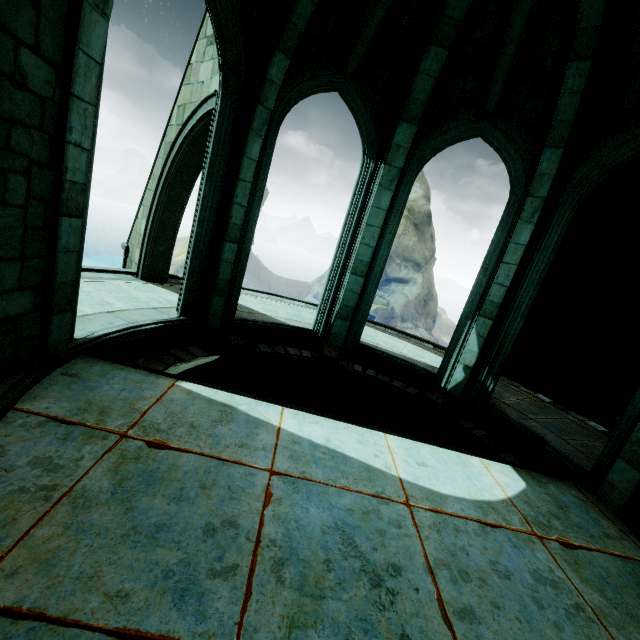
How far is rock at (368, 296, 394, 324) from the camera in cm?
4525

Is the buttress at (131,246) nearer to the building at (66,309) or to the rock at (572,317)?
the building at (66,309)

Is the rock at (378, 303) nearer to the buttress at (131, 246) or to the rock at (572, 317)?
the rock at (572, 317)

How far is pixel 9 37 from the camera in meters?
2.6

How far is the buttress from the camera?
6.7m

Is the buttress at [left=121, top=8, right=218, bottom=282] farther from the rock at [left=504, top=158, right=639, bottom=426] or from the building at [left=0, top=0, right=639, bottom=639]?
the rock at [left=504, top=158, right=639, bottom=426]

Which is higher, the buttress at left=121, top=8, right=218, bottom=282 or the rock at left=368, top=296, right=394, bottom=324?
the buttress at left=121, top=8, right=218, bottom=282

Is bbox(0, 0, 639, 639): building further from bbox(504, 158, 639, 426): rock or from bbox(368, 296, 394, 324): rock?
bbox(368, 296, 394, 324): rock
